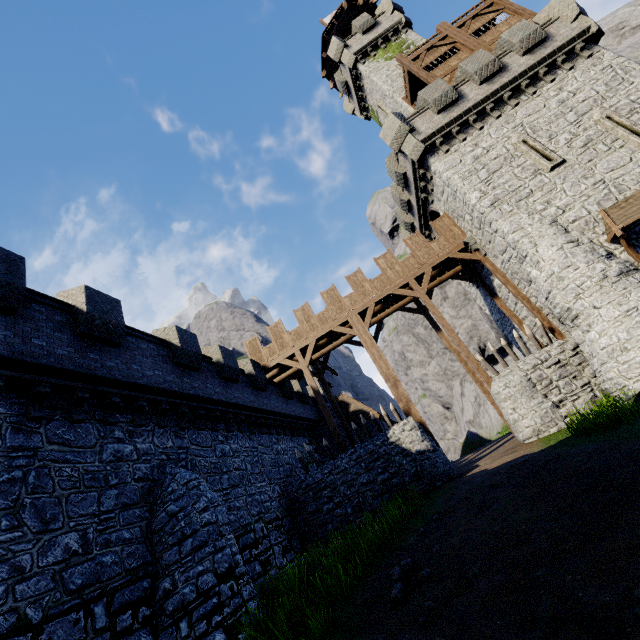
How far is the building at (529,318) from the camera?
17.12m

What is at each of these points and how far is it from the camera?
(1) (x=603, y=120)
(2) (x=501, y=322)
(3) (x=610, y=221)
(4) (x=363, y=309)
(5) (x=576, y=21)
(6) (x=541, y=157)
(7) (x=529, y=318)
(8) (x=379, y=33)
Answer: (1) window slit, 14.55m
(2) building, 21.19m
(3) awning, 12.64m
(4) walkway, 19.02m
(5) building, 16.50m
(6) window slit, 14.96m
(7) building, 17.23m
(8) building tower, 26.56m

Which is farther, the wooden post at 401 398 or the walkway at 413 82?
the walkway at 413 82

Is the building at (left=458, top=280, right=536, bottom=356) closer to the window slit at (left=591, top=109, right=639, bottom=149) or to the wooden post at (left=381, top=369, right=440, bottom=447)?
the window slit at (left=591, top=109, right=639, bottom=149)

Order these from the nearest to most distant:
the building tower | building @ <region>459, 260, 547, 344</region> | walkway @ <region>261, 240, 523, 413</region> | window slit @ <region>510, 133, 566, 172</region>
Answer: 1. window slit @ <region>510, 133, 566, 172</region>
2. building @ <region>459, 260, 547, 344</region>
3. walkway @ <region>261, 240, 523, 413</region>
4. the building tower

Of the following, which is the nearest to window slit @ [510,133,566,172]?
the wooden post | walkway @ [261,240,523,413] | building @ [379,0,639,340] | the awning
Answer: building @ [379,0,639,340]

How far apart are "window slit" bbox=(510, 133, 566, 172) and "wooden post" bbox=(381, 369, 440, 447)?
11.8 meters

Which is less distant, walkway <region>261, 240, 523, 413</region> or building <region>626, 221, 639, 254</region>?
building <region>626, 221, 639, 254</region>
